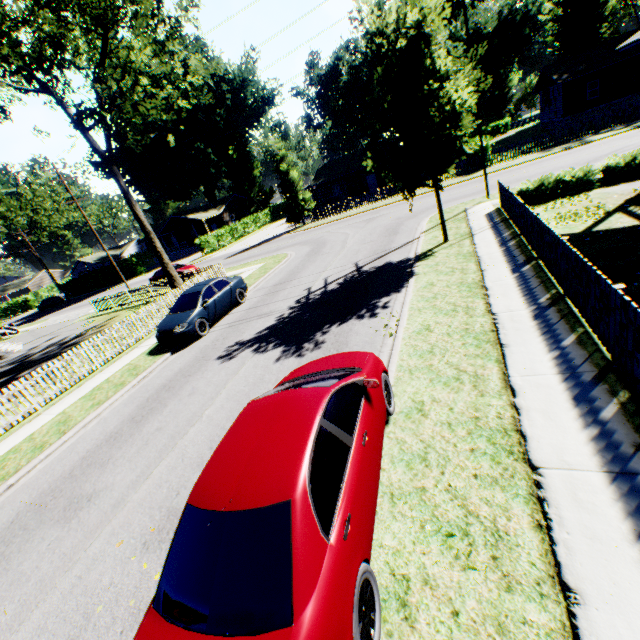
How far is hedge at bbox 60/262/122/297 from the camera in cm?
4972

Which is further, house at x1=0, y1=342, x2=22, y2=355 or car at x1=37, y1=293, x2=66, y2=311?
car at x1=37, y1=293, x2=66, y2=311

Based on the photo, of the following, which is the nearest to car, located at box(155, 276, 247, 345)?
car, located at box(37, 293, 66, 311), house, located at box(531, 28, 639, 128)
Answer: house, located at box(531, 28, 639, 128)

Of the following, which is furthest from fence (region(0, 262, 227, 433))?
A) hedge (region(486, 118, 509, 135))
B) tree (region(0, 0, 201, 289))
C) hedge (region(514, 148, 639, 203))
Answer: hedge (region(486, 118, 509, 135))

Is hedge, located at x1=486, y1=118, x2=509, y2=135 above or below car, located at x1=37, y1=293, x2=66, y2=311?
above

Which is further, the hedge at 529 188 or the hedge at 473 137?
the hedge at 473 137

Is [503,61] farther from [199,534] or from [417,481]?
[199,534]

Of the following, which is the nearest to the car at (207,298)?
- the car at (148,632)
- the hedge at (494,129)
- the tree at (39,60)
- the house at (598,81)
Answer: the tree at (39,60)
